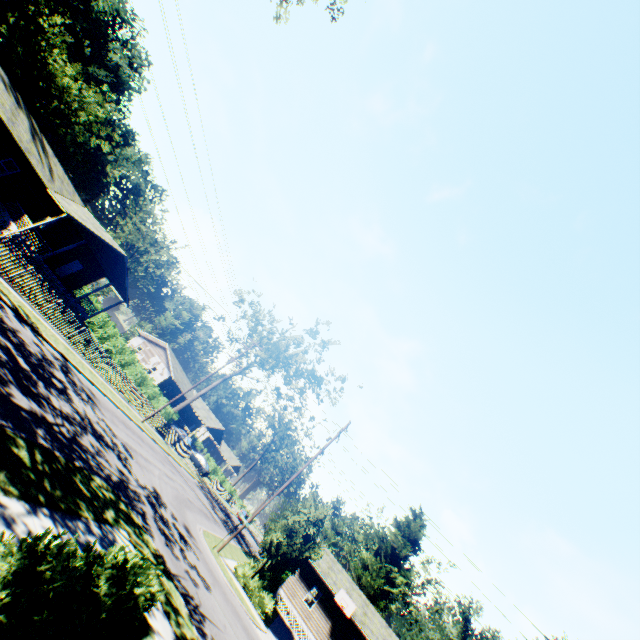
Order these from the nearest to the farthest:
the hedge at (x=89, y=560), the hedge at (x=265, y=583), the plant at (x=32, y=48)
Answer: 1. the hedge at (x=89, y=560)
2. the hedge at (x=265, y=583)
3. the plant at (x=32, y=48)

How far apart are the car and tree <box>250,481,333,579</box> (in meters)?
27.78

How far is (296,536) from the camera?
20.41m

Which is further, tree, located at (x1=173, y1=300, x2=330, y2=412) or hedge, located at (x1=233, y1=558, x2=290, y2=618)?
tree, located at (x1=173, y1=300, x2=330, y2=412)

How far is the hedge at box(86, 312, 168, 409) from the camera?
33.6 meters

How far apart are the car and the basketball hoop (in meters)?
25.17

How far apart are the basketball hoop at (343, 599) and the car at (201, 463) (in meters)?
25.17

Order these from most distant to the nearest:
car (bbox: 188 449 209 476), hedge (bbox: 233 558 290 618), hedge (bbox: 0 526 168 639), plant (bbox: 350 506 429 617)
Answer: car (bbox: 188 449 209 476), plant (bbox: 350 506 429 617), hedge (bbox: 233 558 290 618), hedge (bbox: 0 526 168 639)
